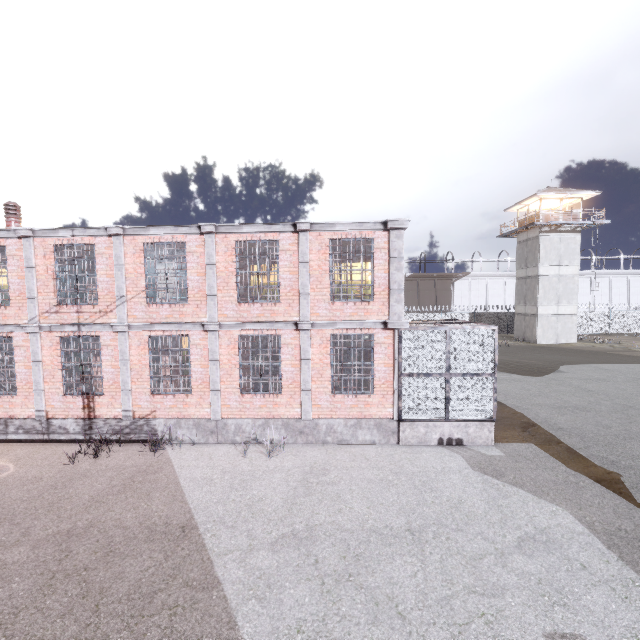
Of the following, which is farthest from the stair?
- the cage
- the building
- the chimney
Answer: the building

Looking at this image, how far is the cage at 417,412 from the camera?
10.1m

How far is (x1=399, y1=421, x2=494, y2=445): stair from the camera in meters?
10.2 m

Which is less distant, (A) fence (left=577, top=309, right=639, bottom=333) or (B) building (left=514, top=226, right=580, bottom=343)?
(B) building (left=514, top=226, right=580, bottom=343)

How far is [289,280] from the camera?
10.24m

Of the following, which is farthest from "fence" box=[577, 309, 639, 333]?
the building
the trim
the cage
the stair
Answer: the stair

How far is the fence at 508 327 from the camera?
38.91m

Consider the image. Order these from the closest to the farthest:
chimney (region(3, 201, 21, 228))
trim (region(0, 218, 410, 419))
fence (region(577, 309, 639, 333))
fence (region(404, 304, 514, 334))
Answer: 1. trim (region(0, 218, 410, 419))
2. chimney (region(3, 201, 21, 228))
3. fence (region(577, 309, 639, 333))
4. fence (region(404, 304, 514, 334))
